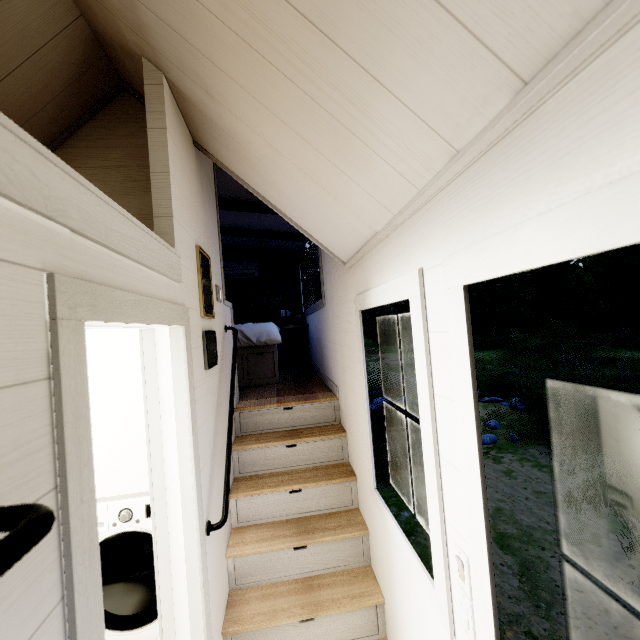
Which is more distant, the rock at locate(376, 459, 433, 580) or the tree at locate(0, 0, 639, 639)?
the rock at locate(376, 459, 433, 580)

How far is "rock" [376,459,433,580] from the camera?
4.82m

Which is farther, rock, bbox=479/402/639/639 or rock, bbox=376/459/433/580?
rock, bbox=376/459/433/580

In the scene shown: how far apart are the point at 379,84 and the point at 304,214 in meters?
1.2

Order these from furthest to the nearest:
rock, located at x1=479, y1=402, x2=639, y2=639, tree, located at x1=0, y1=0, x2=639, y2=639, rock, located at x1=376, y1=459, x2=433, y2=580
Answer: rock, located at x1=376, y1=459, x2=433, y2=580, rock, located at x1=479, y1=402, x2=639, y2=639, tree, located at x1=0, y1=0, x2=639, y2=639

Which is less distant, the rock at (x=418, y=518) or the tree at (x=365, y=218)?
the tree at (x=365, y=218)

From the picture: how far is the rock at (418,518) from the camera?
4.82m

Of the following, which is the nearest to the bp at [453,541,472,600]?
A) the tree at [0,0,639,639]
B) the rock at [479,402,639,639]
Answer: the tree at [0,0,639,639]
